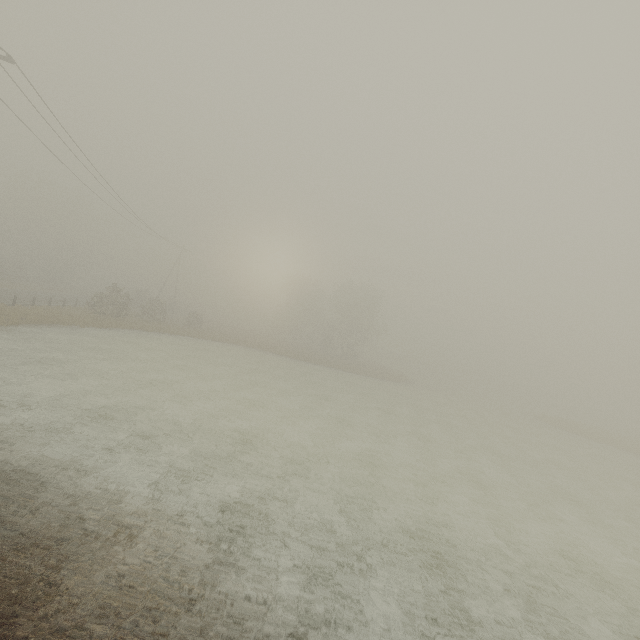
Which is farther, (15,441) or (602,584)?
(602,584)

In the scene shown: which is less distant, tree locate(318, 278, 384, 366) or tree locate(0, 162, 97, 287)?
tree locate(0, 162, 97, 287)

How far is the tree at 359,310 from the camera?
53.09m

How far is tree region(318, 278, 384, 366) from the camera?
53.1m

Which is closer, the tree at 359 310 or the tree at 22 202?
the tree at 22 202
